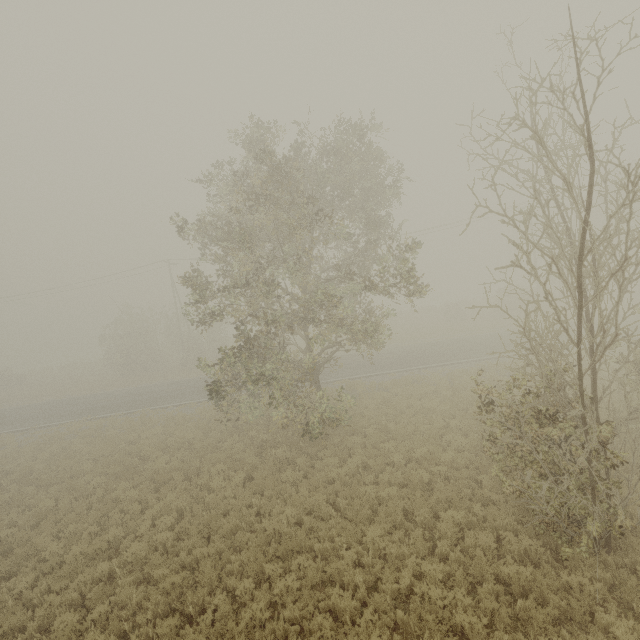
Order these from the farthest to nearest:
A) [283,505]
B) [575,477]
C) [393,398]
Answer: [393,398], [283,505], [575,477]
